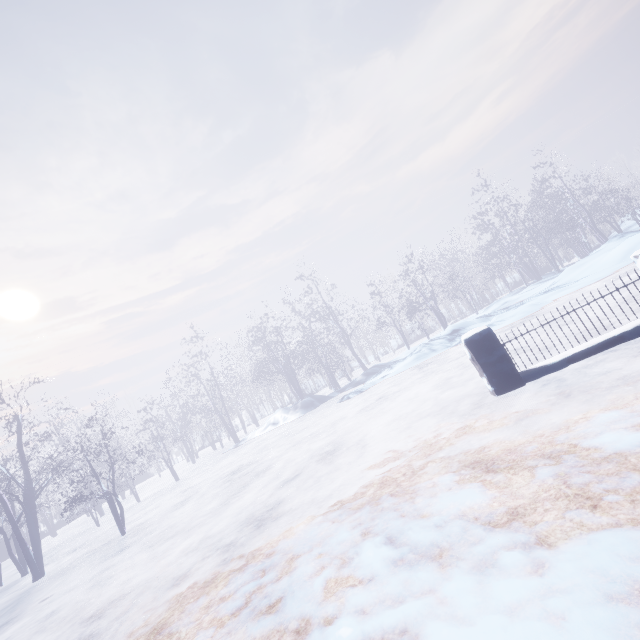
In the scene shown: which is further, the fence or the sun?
the sun

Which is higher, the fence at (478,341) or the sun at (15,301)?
the sun at (15,301)

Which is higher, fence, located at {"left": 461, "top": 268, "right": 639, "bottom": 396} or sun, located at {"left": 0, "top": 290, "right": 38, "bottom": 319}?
sun, located at {"left": 0, "top": 290, "right": 38, "bottom": 319}

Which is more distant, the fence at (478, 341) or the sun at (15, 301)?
the sun at (15, 301)

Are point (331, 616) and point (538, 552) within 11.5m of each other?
yes
